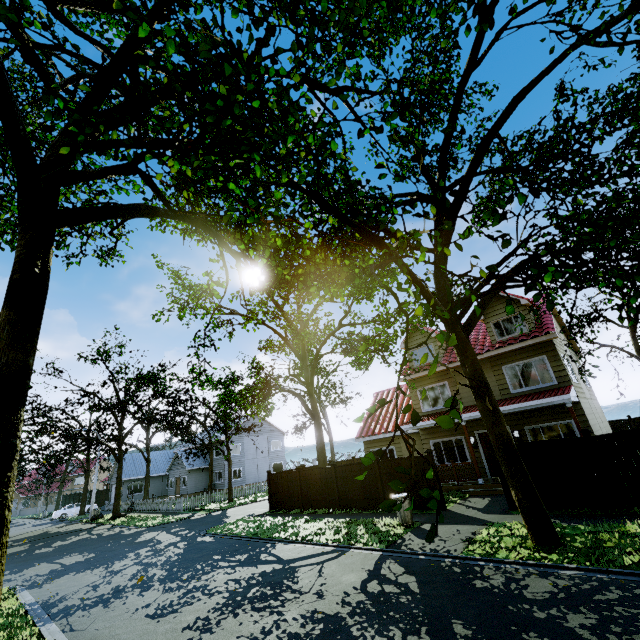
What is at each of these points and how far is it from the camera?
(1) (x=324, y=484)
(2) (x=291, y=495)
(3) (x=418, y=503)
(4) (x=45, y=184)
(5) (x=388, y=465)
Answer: (1) fence, 17.11m
(2) fence, 18.67m
(3) fence, 13.43m
(4) tree, 6.78m
(5) fence, 14.71m

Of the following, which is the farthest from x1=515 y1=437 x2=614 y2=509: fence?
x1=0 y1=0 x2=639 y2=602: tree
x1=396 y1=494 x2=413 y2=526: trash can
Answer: x1=396 y1=494 x2=413 y2=526: trash can

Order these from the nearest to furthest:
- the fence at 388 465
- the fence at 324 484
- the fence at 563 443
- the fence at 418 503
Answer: the fence at 563 443
the fence at 418 503
the fence at 388 465
the fence at 324 484

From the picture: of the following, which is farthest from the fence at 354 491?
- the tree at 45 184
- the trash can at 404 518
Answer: the trash can at 404 518

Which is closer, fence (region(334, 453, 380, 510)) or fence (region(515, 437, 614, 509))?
fence (region(515, 437, 614, 509))

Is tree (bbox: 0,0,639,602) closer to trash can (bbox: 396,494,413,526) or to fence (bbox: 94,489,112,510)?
fence (bbox: 94,489,112,510)
